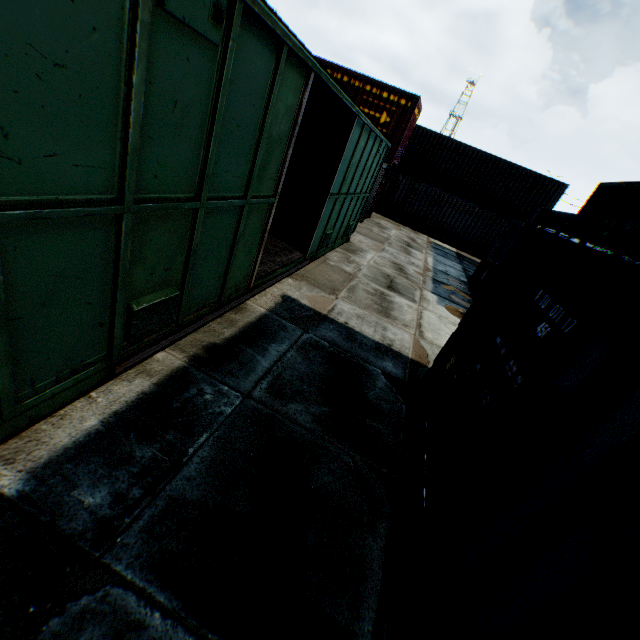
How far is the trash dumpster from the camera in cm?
1130

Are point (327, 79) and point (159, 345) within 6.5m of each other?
yes

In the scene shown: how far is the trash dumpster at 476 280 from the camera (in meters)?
11.30

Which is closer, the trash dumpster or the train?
the train

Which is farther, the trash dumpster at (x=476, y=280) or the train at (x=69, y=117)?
the trash dumpster at (x=476, y=280)
